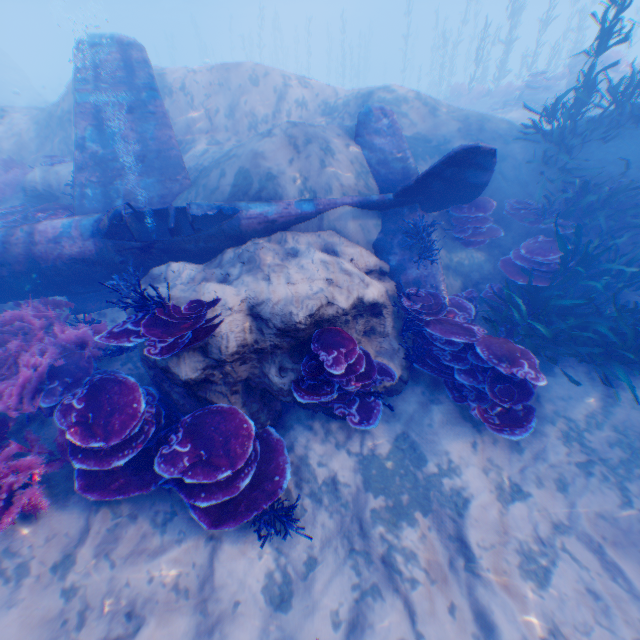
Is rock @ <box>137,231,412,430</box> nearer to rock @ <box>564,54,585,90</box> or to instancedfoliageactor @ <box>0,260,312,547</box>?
instancedfoliageactor @ <box>0,260,312,547</box>

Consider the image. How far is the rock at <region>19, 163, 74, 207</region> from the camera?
8.7 meters

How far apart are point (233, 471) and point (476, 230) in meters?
7.1 m

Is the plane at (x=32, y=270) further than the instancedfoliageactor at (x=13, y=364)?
Yes

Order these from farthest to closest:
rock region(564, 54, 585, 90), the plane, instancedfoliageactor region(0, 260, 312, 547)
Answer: rock region(564, 54, 585, 90) → the plane → instancedfoliageactor region(0, 260, 312, 547)

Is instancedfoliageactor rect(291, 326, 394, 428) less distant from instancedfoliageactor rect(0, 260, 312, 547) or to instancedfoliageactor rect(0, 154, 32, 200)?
instancedfoliageactor rect(0, 260, 312, 547)

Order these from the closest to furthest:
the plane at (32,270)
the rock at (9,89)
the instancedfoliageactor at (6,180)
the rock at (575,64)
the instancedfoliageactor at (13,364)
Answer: the instancedfoliageactor at (13,364) → the plane at (32,270) → the instancedfoliageactor at (6,180) → the rock at (575,64) → the rock at (9,89)

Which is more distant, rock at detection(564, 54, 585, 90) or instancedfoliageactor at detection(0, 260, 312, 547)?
rock at detection(564, 54, 585, 90)
